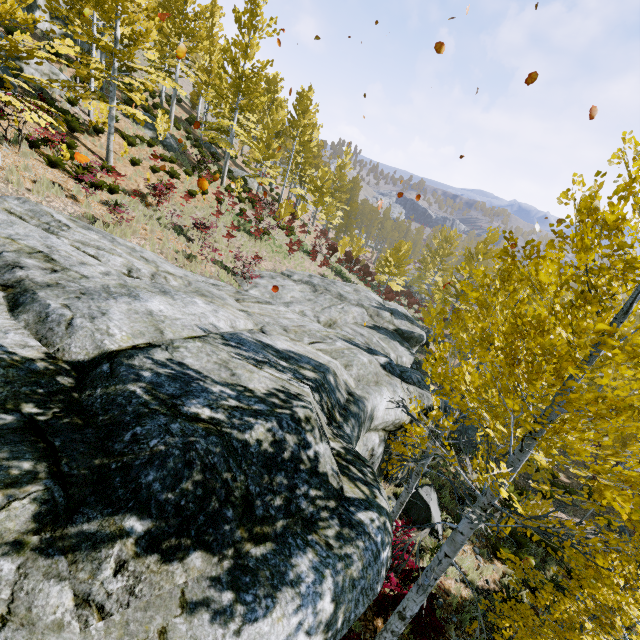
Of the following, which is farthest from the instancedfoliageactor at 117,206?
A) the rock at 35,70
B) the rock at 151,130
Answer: the rock at 151,130

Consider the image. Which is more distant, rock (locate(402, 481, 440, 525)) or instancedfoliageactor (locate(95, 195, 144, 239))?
instancedfoliageactor (locate(95, 195, 144, 239))

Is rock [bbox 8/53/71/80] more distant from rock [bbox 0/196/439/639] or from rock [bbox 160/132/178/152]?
rock [bbox 0/196/439/639]

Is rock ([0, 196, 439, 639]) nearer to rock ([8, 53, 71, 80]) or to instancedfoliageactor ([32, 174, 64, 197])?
instancedfoliageactor ([32, 174, 64, 197])

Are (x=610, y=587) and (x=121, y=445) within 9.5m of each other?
yes

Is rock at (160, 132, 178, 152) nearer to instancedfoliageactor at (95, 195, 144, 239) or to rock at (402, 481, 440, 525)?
instancedfoliageactor at (95, 195, 144, 239)

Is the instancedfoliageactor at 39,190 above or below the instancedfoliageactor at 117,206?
above
